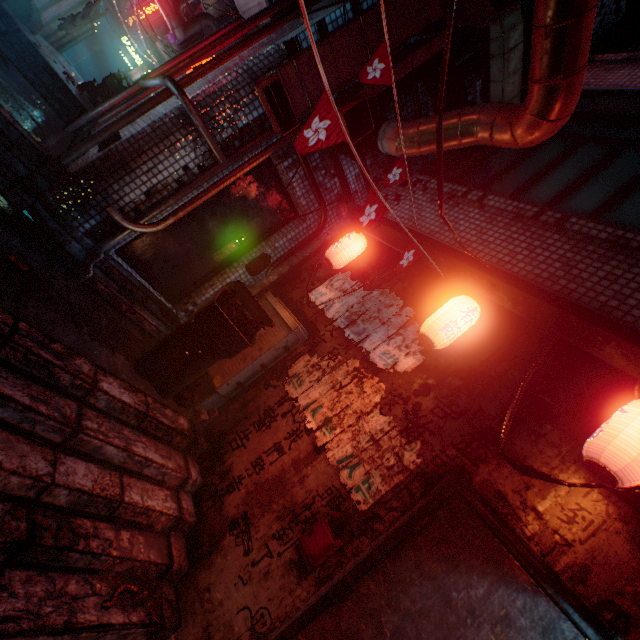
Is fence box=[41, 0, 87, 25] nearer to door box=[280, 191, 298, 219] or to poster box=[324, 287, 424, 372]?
door box=[280, 191, 298, 219]

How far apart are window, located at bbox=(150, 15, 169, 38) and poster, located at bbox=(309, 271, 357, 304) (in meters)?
22.15

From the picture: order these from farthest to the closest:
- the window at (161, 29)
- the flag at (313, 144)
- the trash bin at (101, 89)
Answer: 1. the window at (161, 29)
2. the trash bin at (101, 89)
3. the flag at (313, 144)

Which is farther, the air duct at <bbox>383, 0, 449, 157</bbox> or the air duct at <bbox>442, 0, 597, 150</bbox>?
the air duct at <bbox>383, 0, 449, 157</bbox>

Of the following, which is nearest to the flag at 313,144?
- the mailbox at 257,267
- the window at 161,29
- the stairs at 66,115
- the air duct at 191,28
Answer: the mailbox at 257,267

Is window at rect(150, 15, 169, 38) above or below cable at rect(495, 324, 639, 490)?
above

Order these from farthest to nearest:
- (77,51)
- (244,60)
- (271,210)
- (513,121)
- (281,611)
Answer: (77,51)
(271,210)
(244,60)
(513,121)
(281,611)

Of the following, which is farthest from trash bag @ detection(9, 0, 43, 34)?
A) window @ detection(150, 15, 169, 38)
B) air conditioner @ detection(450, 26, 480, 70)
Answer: window @ detection(150, 15, 169, 38)
